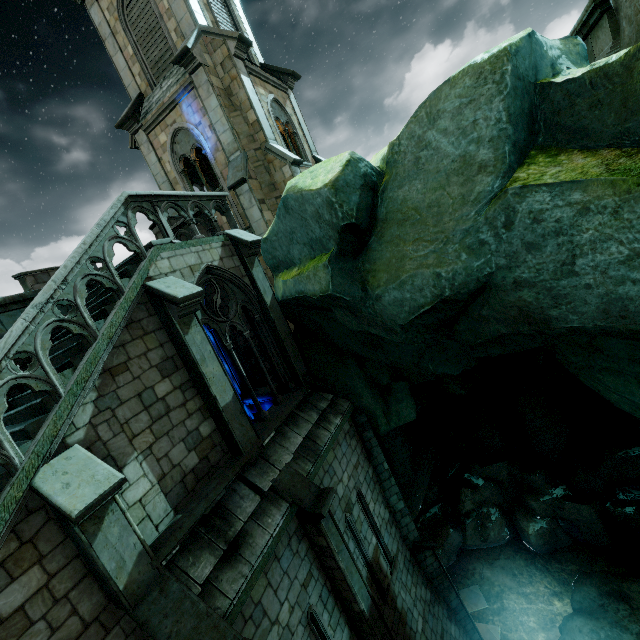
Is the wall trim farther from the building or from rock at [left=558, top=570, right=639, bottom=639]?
the building

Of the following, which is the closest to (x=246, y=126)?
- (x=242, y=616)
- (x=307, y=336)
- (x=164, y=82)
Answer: (x=164, y=82)

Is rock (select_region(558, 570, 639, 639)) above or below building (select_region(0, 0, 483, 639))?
below

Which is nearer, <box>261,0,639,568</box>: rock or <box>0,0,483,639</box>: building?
<box>261,0,639,568</box>: rock

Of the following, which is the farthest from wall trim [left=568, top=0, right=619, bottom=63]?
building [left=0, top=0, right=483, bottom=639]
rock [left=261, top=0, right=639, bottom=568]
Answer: building [left=0, top=0, right=483, bottom=639]

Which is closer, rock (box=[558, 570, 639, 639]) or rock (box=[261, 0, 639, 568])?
rock (box=[261, 0, 639, 568])

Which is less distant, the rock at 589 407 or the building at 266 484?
the rock at 589 407

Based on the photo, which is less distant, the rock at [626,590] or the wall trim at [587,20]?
the wall trim at [587,20]
